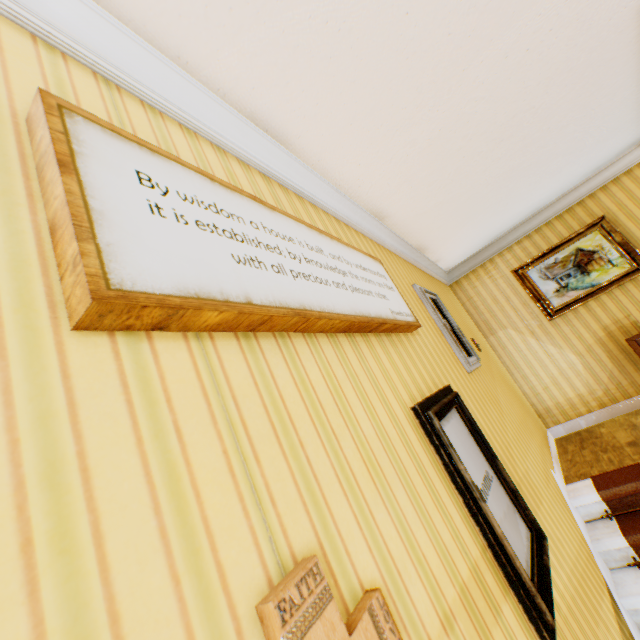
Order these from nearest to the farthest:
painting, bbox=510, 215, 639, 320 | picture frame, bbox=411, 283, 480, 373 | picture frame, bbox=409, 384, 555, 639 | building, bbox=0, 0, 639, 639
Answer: building, bbox=0, 0, 639, 639, picture frame, bbox=409, 384, 555, 639, picture frame, bbox=411, 283, 480, 373, painting, bbox=510, 215, 639, 320

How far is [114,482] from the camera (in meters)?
0.50

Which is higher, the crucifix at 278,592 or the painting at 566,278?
the painting at 566,278

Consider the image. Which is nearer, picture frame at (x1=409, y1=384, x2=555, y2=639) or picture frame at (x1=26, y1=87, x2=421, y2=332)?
picture frame at (x1=26, y1=87, x2=421, y2=332)

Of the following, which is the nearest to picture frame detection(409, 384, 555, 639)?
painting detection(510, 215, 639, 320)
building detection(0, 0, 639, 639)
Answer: building detection(0, 0, 639, 639)

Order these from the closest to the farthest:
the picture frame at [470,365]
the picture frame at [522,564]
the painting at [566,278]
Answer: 1. the picture frame at [522,564]
2. the picture frame at [470,365]
3. the painting at [566,278]

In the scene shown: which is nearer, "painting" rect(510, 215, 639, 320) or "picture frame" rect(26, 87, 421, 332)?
"picture frame" rect(26, 87, 421, 332)

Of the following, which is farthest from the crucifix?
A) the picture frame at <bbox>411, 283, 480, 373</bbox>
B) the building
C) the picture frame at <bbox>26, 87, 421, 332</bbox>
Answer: the picture frame at <bbox>411, 283, 480, 373</bbox>
